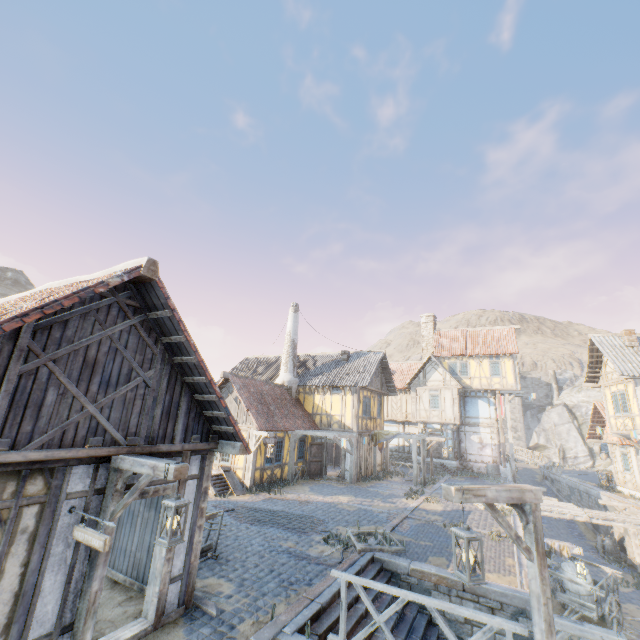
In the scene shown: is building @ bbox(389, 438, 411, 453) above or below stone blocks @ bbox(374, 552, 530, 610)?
above

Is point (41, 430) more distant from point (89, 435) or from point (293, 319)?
point (293, 319)

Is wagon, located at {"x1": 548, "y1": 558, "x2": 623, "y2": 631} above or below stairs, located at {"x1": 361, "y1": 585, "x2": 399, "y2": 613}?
below

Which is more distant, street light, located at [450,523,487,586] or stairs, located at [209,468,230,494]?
stairs, located at [209,468,230,494]

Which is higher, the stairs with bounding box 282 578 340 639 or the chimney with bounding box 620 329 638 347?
the chimney with bounding box 620 329 638 347

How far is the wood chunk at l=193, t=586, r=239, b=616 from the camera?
6.2m

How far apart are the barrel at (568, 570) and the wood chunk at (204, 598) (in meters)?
13.92

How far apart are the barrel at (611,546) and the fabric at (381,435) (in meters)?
12.22
